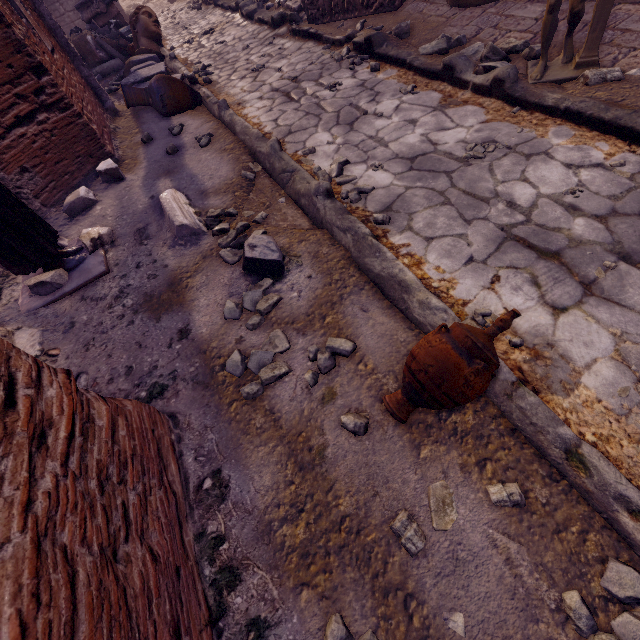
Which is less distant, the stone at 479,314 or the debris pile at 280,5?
the stone at 479,314

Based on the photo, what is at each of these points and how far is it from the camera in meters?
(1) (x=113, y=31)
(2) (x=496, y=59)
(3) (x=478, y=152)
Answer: (1) debris pile, 8.8 m
(2) rocks, 3.7 m
(3) stone, 3.0 m

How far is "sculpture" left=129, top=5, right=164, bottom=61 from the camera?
7.50m

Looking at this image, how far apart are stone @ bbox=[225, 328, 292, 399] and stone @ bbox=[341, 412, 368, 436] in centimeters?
49cm

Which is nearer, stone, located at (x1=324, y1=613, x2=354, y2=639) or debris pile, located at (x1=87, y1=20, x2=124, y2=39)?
stone, located at (x1=324, y1=613, x2=354, y2=639)

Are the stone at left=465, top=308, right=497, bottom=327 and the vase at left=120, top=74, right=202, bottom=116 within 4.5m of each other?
no

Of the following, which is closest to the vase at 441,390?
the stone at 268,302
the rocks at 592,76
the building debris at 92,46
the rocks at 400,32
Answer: the stone at 268,302

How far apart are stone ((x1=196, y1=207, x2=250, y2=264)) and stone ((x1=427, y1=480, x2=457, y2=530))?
2.3m
